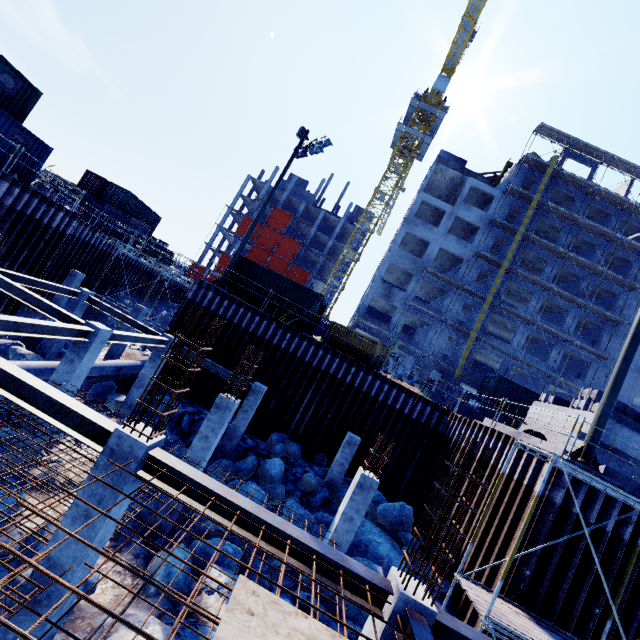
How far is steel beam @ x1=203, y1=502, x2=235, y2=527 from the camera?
5.0 meters

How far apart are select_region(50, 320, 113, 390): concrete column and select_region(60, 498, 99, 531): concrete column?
6.2 meters

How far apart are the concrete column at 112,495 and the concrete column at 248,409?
9.3m

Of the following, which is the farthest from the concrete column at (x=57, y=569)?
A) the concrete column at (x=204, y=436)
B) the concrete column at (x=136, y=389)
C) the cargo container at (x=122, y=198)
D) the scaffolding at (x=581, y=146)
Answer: the cargo container at (x=122, y=198)

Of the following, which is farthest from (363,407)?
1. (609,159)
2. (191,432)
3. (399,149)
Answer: (399,149)

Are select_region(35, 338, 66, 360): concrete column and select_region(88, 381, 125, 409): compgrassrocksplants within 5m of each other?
yes

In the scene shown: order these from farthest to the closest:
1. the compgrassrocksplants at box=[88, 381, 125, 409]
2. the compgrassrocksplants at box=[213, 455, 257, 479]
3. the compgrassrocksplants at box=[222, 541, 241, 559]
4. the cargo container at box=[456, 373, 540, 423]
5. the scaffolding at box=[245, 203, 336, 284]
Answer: the scaffolding at box=[245, 203, 336, 284], the cargo container at box=[456, 373, 540, 423], the compgrassrocksplants at box=[88, 381, 125, 409], the compgrassrocksplants at box=[213, 455, 257, 479], the compgrassrocksplants at box=[222, 541, 241, 559]

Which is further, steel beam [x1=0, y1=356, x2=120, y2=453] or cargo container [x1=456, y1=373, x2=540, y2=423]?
cargo container [x1=456, y1=373, x2=540, y2=423]
